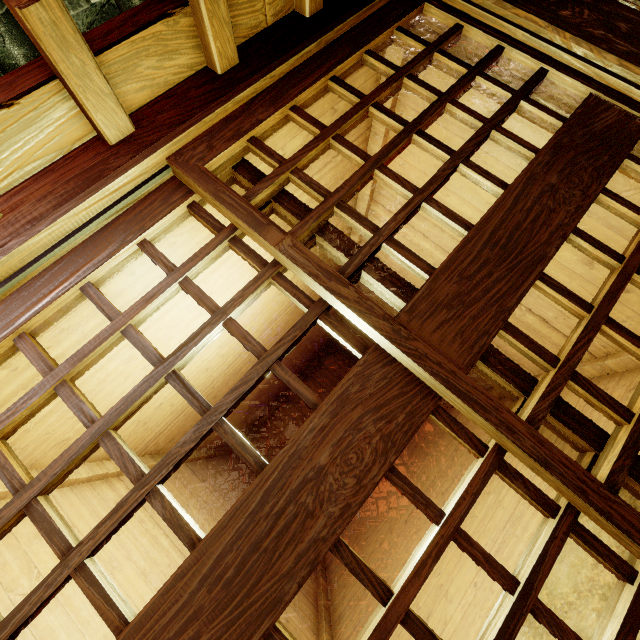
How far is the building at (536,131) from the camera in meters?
3.7

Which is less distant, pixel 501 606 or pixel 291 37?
pixel 501 606

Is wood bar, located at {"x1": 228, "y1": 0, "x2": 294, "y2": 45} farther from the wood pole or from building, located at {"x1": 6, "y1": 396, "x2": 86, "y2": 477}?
building, located at {"x1": 6, "y1": 396, "x2": 86, "y2": 477}

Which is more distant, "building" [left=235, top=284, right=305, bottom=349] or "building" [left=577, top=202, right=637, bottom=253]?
"building" [left=235, top=284, right=305, bottom=349]

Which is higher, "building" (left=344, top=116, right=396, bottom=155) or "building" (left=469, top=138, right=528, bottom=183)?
"building" (left=344, top=116, right=396, bottom=155)

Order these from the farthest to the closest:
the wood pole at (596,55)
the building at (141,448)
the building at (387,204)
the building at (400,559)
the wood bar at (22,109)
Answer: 1. the building at (400,559)
2. the building at (387,204)
3. the building at (141,448)
4. the wood pole at (596,55)
5. the wood bar at (22,109)

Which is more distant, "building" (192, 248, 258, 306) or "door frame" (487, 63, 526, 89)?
"building" (192, 248, 258, 306)
